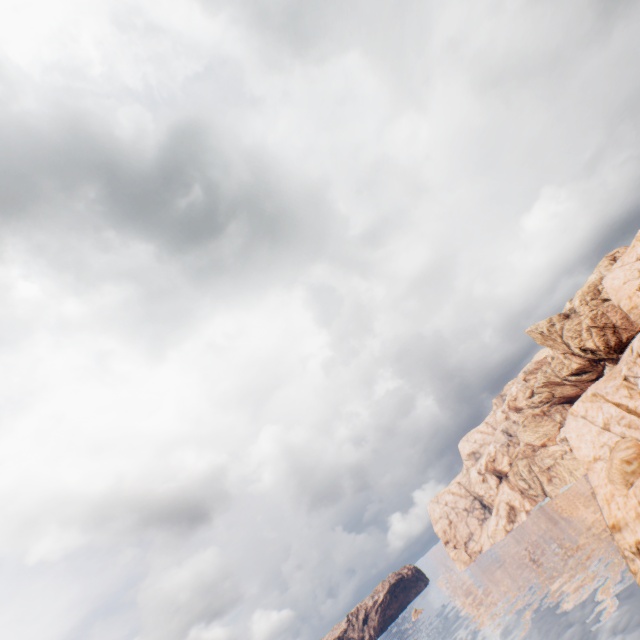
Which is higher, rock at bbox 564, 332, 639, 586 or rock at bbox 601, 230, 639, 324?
rock at bbox 601, 230, 639, 324

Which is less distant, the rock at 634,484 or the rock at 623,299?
the rock at 634,484

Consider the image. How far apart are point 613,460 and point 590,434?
4.1 meters

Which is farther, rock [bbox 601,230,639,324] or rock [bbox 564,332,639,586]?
rock [bbox 601,230,639,324]

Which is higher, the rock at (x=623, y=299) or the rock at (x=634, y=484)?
the rock at (x=623, y=299)
